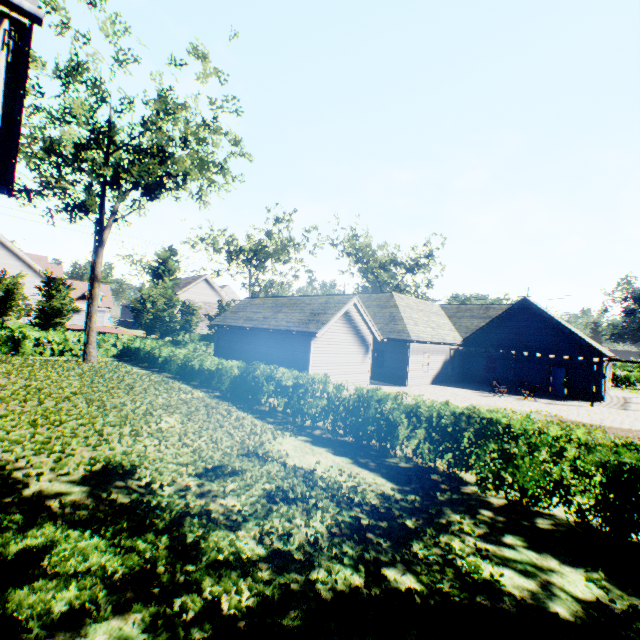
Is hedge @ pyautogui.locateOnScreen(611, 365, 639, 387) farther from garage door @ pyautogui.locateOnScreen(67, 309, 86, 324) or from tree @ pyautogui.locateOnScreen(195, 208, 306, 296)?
garage door @ pyautogui.locateOnScreen(67, 309, 86, 324)

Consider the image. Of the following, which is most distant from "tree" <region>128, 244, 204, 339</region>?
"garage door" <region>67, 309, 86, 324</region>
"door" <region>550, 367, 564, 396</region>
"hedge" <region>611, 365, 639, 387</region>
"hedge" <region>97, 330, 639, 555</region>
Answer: "door" <region>550, 367, 564, 396</region>

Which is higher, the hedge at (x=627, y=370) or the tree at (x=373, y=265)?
the tree at (x=373, y=265)

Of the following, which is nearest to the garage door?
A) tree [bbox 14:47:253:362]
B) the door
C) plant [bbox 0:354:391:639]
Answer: tree [bbox 14:47:253:362]

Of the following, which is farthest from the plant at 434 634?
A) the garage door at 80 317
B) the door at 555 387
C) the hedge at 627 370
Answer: the garage door at 80 317

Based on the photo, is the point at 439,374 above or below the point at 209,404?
above

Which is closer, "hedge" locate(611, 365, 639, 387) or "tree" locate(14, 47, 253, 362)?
"tree" locate(14, 47, 253, 362)

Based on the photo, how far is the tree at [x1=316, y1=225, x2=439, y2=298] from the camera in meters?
47.9
